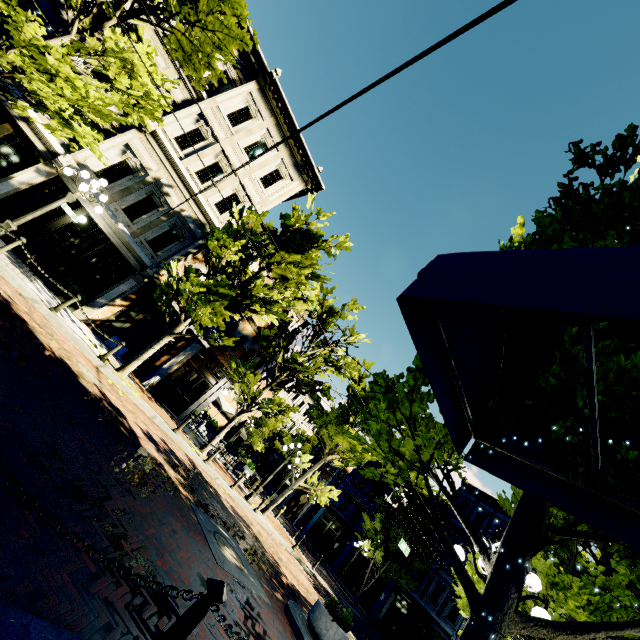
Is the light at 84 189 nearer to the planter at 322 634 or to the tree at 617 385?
the tree at 617 385

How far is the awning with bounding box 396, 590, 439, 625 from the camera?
23.3 meters

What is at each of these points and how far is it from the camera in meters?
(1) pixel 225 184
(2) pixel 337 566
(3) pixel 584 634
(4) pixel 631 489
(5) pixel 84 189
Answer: (1) building, 16.2
(2) building, 29.8
(3) tree, 2.7
(4) awning, 2.4
(5) light, 9.5

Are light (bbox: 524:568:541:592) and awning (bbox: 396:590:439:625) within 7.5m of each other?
no

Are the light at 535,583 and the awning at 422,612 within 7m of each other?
no

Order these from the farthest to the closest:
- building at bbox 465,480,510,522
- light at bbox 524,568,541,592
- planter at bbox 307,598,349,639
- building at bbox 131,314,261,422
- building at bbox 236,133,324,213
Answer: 1. building at bbox 465,480,510,522
2. building at bbox 236,133,324,213
3. building at bbox 131,314,261,422
4. planter at bbox 307,598,349,639
5. light at bbox 524,568,541,592

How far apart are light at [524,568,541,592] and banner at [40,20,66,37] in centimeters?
1921cm

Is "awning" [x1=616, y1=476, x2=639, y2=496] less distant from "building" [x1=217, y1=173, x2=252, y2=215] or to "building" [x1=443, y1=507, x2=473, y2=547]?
"building" [x1=217, y1=173, x2=252, y2=215]
